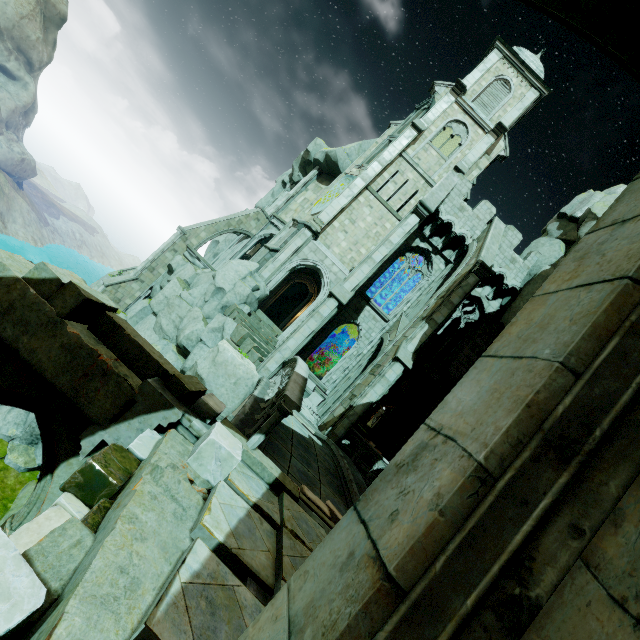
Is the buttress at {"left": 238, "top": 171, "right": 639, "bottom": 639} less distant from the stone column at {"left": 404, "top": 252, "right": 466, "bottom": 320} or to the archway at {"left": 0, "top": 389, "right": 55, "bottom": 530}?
the archway at {"left": 0, "top": 389, "right": 55, "bottom": 530}

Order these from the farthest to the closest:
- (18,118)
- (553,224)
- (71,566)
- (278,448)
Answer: (18,118) → (553,224) → (278,448) → (71,566)

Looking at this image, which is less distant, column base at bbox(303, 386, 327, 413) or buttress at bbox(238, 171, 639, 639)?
buttress at bbox(238, 171, 639, 639)

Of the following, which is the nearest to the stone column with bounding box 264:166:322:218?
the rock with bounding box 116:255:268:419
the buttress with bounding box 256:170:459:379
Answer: the rock with bounding box 116:255:268:419

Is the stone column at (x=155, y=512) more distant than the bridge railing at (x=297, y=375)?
No

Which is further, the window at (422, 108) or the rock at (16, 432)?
the window at (422, 108)

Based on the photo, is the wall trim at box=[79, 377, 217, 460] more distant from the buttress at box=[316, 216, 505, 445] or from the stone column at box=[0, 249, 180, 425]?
the buttress at box=[316, 216, 505, 445]

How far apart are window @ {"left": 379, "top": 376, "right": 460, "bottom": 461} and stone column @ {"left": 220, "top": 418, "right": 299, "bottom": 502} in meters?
15.6
